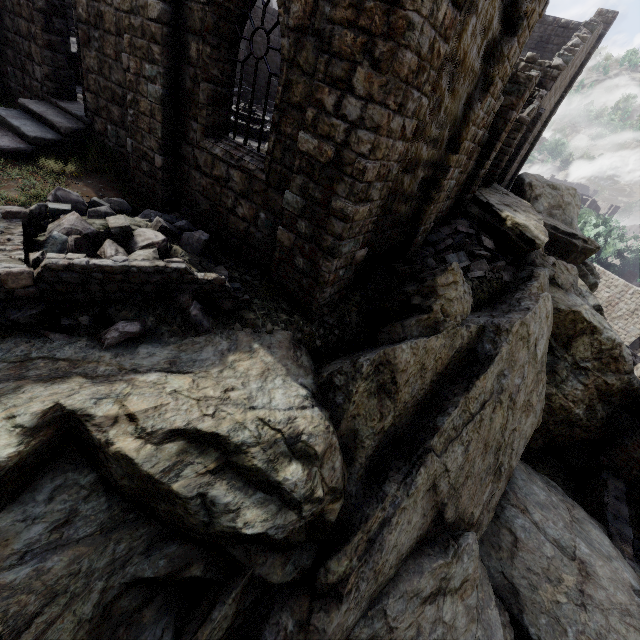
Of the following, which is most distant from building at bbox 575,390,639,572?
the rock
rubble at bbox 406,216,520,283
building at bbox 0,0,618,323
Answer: rubble at bbox 406,216,520,283

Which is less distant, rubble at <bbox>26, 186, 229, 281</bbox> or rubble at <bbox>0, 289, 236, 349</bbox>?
rubble at <bbox>0, 289, 236, 349</bbox>

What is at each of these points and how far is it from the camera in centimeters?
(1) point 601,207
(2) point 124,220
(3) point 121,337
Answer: (1) building, 5828cm
(2) rubble, 580cm
(3) rubble, 473cm

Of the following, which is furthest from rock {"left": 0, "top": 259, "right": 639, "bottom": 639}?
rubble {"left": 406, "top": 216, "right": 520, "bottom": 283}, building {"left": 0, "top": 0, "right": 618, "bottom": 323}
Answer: building {"left": 0, "top": 0, "right": 618, "bottom": 323}

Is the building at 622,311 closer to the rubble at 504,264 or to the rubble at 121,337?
the rubble at 504,264

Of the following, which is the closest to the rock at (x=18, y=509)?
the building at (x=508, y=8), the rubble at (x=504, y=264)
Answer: the rubble at (x=504, y=264)

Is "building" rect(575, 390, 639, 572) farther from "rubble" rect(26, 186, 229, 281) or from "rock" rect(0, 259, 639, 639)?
"rubble" rect(26, 186, 229, 281)
